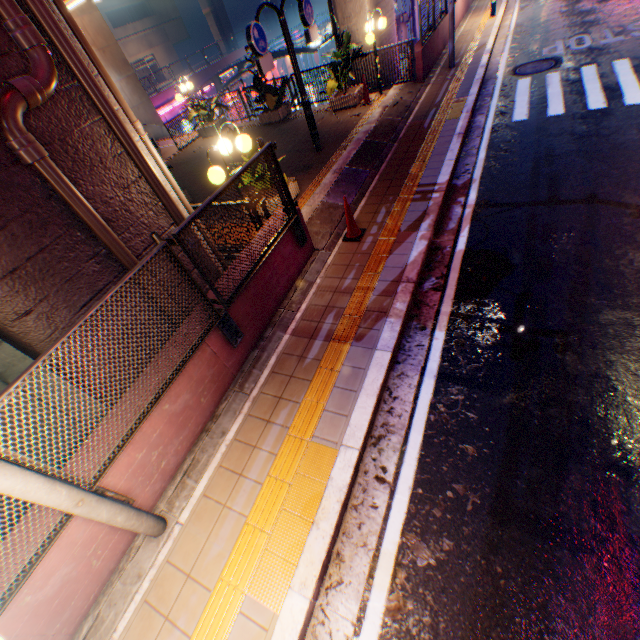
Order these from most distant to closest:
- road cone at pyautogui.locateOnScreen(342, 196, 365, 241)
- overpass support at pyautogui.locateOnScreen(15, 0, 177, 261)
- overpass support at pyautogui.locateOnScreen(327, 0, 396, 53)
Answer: overpass support at pyautogui.locateOnScreen(327, 0, 396, 53), road cone at pyautogui.locateOnScreen(342, 196, 365, 241), overpass support at pyautogui.locateOnScreen(15, 0, 177, 261)

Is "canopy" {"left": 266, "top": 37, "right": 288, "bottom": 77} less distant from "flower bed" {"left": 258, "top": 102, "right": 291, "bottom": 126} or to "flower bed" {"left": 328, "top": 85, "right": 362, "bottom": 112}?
"flower bed" {"left": 258, "top": 102, "right": 291, "bottom": 126}

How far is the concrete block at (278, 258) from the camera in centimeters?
354cm

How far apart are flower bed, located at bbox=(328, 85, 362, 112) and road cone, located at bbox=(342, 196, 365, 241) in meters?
7.5 m

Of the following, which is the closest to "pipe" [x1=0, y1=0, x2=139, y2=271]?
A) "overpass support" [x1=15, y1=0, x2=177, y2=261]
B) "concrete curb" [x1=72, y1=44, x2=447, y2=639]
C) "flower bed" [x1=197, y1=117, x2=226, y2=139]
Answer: "overpass support" [x1=15, y1=0, x2=177, y2=261]

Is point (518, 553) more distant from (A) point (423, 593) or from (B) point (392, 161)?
(B) point (392, 161)

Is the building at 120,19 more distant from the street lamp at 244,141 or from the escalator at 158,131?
the street lamp at 244,141

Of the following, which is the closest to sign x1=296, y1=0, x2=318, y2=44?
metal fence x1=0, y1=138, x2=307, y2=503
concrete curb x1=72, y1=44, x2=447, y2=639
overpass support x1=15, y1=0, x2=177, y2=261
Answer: concrete curb x1=72, y1=44, x2=447, y2=639
